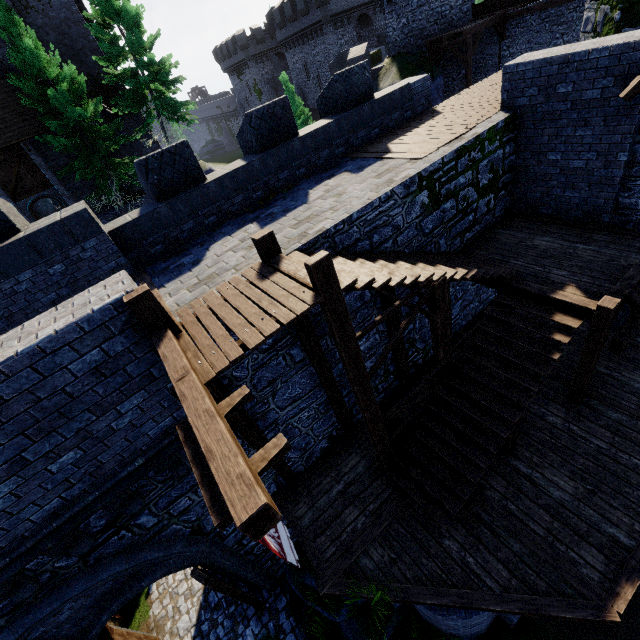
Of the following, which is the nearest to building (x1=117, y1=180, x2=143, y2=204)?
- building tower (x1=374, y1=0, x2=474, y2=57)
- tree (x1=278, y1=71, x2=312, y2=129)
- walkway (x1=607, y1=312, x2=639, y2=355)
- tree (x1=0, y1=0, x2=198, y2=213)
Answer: tree (x1=0, y1=0, x2=198, y2=213)

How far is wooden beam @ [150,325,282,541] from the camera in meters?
2.3 m

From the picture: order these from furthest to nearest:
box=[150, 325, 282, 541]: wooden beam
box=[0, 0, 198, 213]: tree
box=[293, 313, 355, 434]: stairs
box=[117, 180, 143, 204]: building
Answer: box=[117, 180, 143, 204]: building → box=[0, 0, 198, 213]: tree → box=[293, 313, 355, 434]: stairs → box=[150, 325, 282, 541]: wooden beam

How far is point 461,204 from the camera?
8.5 meters

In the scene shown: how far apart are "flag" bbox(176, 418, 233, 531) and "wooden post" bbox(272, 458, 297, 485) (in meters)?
2.32

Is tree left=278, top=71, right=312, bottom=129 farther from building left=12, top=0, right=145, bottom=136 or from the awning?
the awning

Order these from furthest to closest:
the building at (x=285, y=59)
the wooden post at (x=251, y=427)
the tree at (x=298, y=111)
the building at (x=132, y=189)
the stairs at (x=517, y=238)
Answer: the building at (x=285, y=59), the tree at (x=298, y=111), the building at (x=132, y=189), the wooden post at (x=251, y=427), the stairs at (x=517, y=238)

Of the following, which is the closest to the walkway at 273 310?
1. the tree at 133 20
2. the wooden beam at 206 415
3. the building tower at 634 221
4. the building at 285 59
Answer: the wooden beam at 206 415
